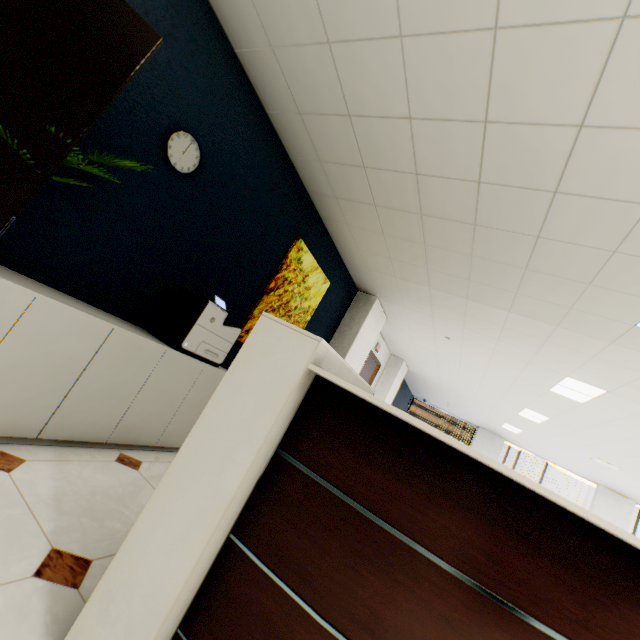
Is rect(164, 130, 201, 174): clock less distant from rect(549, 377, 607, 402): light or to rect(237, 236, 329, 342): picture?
rect(237, 236, 329, 342): picture

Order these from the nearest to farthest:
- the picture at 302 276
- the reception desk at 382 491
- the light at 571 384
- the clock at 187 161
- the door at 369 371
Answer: the reception desk at 382 491, the clock at 187 161, the picture at 302 276, the light at 571 384, the door at 369 371

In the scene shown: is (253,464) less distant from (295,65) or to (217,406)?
(217,406)

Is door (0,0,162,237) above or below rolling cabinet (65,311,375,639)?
above

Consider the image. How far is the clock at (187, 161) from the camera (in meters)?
2.33

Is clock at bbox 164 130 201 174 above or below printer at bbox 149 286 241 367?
above

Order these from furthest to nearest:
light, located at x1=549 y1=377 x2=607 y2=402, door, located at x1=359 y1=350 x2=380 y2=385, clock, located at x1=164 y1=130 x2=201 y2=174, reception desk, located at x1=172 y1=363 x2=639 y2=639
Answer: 1. door, located at x1=359 y1=350 x2=380 y2=385
2. light, located at x1=549 y1=377 x2=607 y2=402
3. clock, located at x1=164 y1=130 x2=201 y2=174
4. reception desk, located at x1=172 y1=363 x2=639 y2=639

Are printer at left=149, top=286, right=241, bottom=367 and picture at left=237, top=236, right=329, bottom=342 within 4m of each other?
yes
